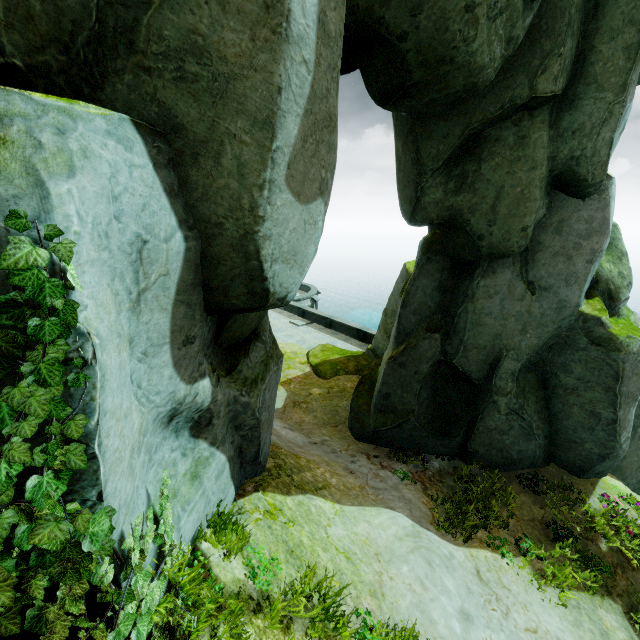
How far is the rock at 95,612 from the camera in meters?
2.4 m

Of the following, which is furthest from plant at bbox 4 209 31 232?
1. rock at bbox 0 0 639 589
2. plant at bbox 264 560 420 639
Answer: plant at bbox 264 560 420 639

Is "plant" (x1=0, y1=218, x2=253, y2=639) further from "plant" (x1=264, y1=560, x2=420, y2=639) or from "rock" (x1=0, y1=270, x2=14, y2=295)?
"plant" (x1=264, y1=560, x2=420, y2=639)

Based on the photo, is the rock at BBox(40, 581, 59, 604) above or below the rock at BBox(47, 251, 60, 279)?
below

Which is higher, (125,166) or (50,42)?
(50,42)

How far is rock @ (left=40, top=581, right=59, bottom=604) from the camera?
2.26m

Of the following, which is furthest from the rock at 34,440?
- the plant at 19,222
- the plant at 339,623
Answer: the plant at 339,623
